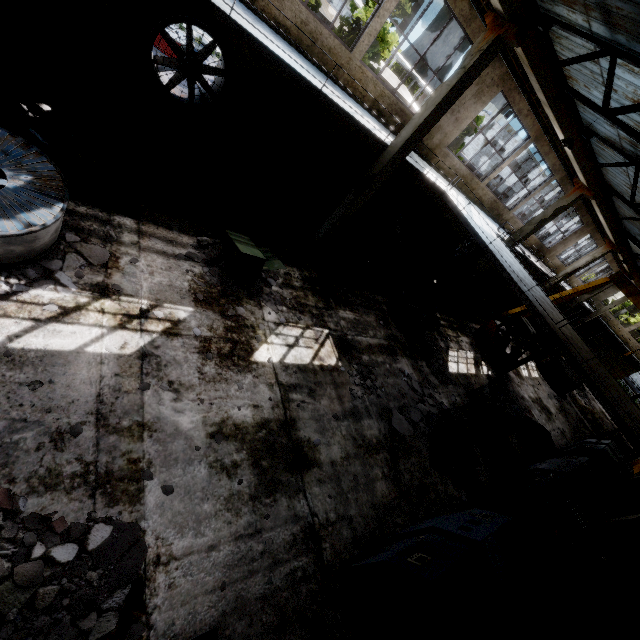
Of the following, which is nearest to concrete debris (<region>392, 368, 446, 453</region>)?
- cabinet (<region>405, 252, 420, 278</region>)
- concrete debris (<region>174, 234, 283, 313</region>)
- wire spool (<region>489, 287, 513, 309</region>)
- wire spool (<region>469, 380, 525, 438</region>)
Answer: wire spool (<region>469, 380, 525, 438</region>)

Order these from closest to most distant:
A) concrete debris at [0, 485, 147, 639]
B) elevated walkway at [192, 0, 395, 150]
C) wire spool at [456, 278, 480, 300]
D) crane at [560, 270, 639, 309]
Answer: concrete debris at [0, 485, 147, 639] < elevated walkway at [192, 0, 395, 150] < crane at [560, 270, 639, 309] < wire spool at [456, 278, 480, 300]

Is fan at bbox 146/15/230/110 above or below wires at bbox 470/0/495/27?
below

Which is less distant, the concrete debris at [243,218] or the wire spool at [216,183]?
the wire spool at [216,183]

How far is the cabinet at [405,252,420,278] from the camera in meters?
16.8 m

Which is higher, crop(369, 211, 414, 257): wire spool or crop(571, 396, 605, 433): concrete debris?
crop(369, 211, 414, 257): wire spool

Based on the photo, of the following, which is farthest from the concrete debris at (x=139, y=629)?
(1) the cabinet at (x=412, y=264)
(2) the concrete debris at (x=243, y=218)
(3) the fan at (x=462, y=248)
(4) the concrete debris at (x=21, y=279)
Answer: (3) the fan at (x=462, y=248)

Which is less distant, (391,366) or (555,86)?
(555,86)
